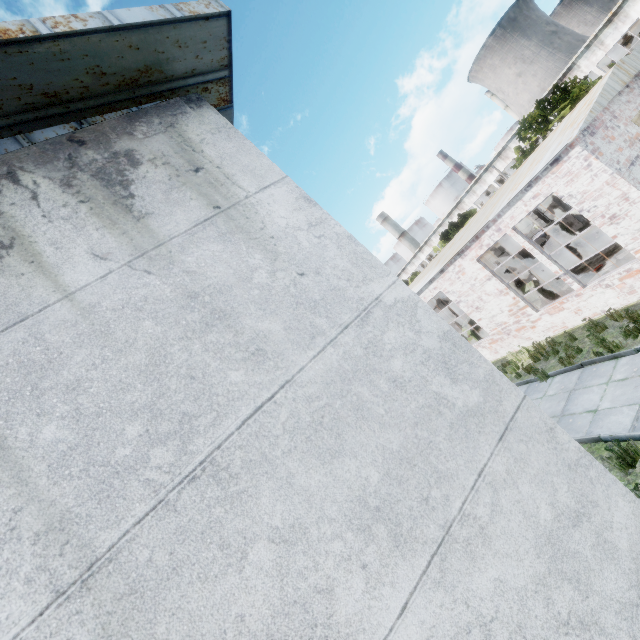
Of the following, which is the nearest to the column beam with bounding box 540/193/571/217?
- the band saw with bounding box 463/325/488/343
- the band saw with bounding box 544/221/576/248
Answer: the band saw with bounding box 544/221/576/248

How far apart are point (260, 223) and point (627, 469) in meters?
7.9 m

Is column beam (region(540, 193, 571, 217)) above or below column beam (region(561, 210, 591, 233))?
above

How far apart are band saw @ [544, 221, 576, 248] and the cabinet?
7.48m

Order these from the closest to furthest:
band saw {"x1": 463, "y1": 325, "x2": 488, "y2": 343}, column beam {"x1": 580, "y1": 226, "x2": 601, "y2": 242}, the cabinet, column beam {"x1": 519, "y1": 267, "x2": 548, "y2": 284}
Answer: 1. the cabinet
2. column beam {"x1": 519, "y1": 267, "x2": 548, "y2": 284}
3. band saw {"x1": 463, "y1": 325, "x2": 488, "y2": 343}
4. column beam {"x1": 580, "y1": 226, "x2": 601, "y2": 242}

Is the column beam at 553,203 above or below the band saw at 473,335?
above

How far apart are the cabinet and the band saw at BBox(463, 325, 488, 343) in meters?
1.8

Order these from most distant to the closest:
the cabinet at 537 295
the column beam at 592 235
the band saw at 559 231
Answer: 1. the band saw at 559 231
2. the column beam at 592 235
3. the cabinet at 537 295
